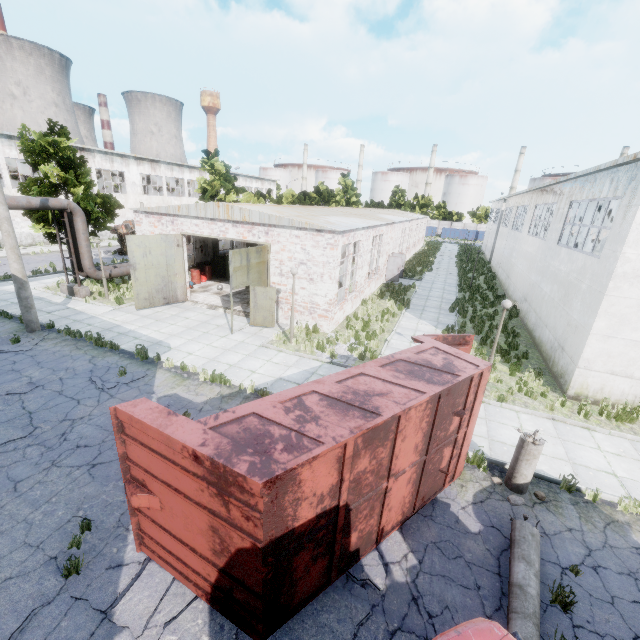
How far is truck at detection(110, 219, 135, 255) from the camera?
29.94m

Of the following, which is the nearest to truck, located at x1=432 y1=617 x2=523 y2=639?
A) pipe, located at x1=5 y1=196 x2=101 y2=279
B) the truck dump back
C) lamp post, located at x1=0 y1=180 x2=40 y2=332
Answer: the truck dump back

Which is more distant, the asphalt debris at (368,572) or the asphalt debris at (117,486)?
the asphalt debris at (117,486)

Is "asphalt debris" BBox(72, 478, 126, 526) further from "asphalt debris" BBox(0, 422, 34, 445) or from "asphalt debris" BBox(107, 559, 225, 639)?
"asphalt debris" BBox(0, 422, 34, 445)

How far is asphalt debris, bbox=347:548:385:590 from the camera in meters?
5.5

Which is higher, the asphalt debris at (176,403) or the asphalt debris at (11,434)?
A: the asphalt debris at (176,403)

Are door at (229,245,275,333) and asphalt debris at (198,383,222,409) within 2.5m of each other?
no

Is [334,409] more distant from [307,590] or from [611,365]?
[611,365]
